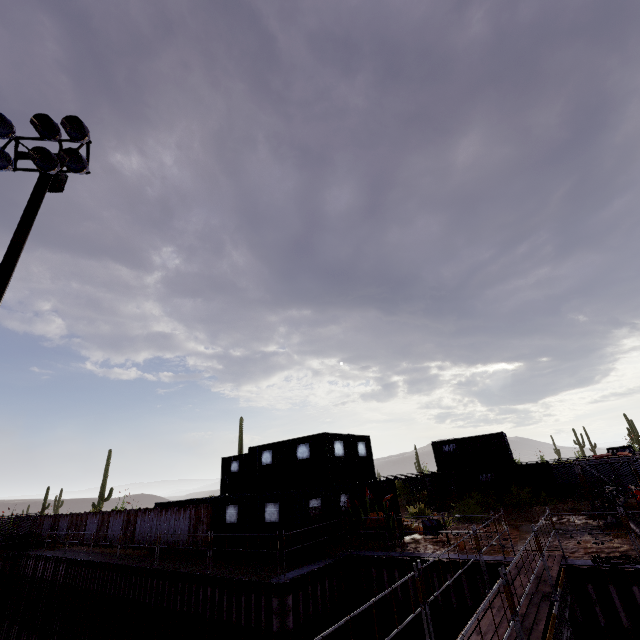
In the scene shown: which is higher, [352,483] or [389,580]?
[352,483]

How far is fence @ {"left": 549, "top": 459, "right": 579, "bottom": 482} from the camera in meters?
25.6

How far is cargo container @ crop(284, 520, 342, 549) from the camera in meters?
13.5 m

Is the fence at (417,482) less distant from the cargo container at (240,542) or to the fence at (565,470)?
the cargo container at (240,542)

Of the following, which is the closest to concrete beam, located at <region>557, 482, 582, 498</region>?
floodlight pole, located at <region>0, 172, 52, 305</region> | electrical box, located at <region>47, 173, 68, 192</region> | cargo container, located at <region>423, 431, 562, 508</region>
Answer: cargo container, located at <region>423, 431, 562, 508</region>

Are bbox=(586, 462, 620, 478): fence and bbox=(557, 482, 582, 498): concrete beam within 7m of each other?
yes

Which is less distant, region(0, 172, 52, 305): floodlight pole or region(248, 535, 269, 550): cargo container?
region(0, 172, 52, 305): floodlight pole

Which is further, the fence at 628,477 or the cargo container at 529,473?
the cargo container at 529,473
